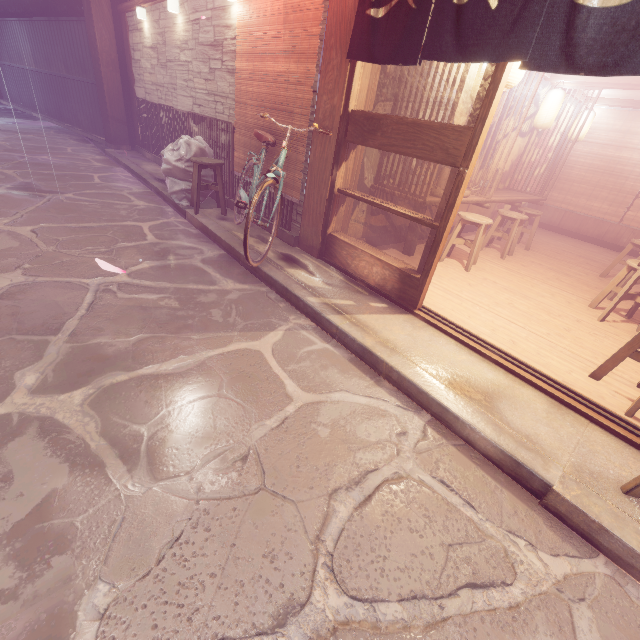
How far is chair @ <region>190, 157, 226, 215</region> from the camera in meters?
8.6

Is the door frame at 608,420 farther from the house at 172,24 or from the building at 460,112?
the house at 172,24

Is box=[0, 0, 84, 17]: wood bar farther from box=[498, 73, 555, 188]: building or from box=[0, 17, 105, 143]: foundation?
box=[498, 73, 555, 188]: building

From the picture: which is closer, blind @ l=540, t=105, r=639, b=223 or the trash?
the trash

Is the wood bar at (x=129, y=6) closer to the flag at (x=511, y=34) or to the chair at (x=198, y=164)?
the flag at (x=511, y=34)

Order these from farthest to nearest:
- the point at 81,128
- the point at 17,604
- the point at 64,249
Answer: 1. the point at 81,128
2. the point at 64,249
3. the point at 17,604

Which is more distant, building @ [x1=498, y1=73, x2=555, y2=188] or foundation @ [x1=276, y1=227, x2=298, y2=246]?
building @ [x1=498, y1=73, x2=555, y2=188]
